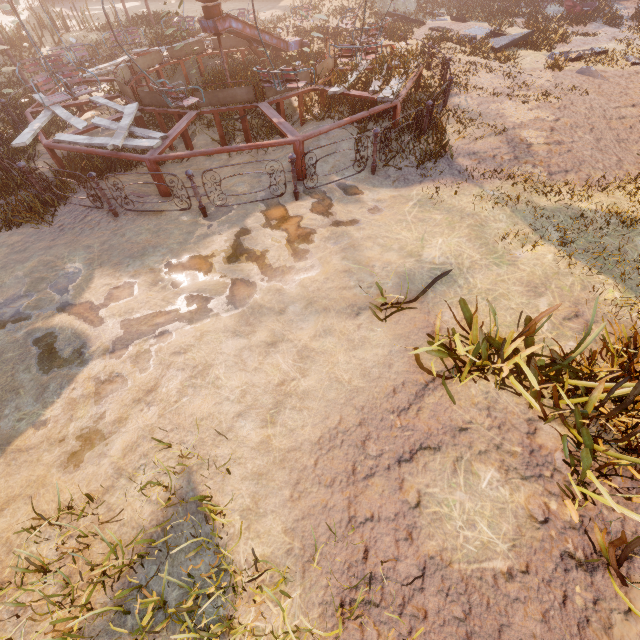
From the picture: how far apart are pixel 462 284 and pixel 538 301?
1.0 meters

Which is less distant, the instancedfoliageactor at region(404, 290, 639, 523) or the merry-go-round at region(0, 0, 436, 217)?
the instancedfoliageactor at region(404, 290, 639, 523)

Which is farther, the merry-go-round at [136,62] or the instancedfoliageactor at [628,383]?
the merry-go-round at [136,62]
